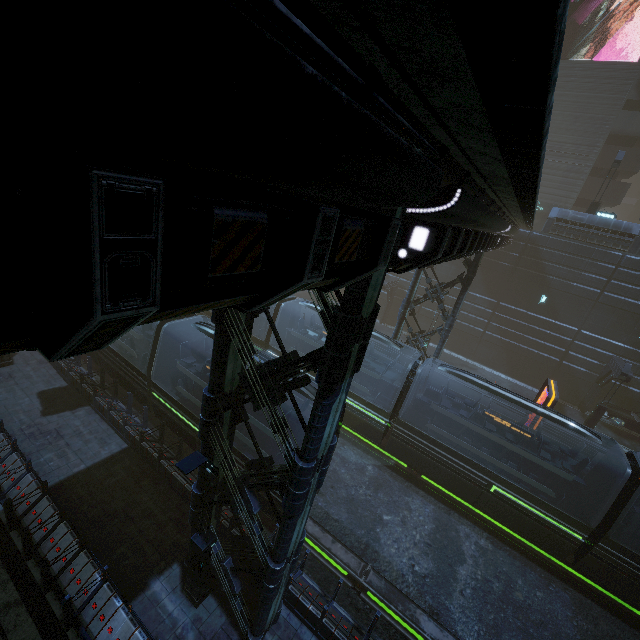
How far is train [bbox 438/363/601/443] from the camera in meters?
12.5 m

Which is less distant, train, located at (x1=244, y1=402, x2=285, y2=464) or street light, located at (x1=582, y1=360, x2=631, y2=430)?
train, located at (x1=244, y1=402, x2=285, y2=464)

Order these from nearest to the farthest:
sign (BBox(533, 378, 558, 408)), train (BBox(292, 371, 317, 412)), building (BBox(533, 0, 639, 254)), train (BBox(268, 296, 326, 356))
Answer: train (BBox(292, 371, 317, 412)) → sign (BBox(533, 378, 558, 408)) → train (BBox(268, 296, 326, 356)) → building (BBox(533, 0, 639, 254))

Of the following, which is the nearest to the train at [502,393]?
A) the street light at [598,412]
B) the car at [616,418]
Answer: the street light at [598,412]

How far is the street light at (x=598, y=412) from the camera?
20.5m

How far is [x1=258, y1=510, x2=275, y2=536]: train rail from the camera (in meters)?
12.07

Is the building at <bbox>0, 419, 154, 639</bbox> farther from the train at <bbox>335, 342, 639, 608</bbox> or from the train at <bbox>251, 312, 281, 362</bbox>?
the train at <bbox>251, 312, 281, 362</bbox>

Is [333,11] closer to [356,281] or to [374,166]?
[374,166]
